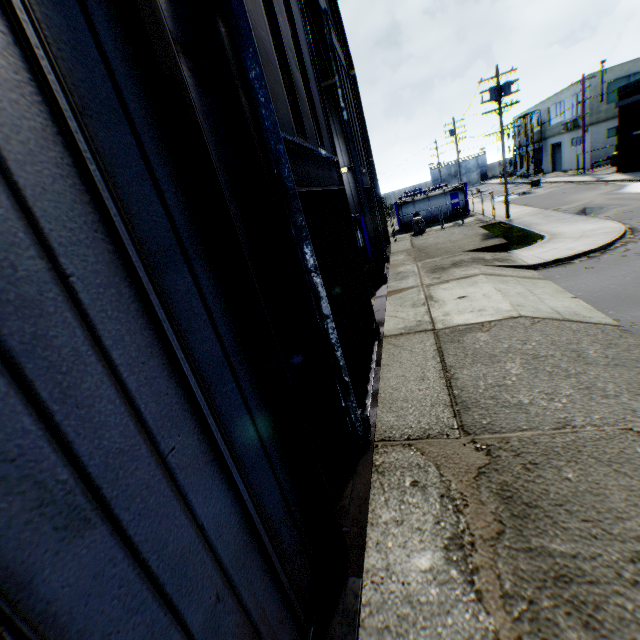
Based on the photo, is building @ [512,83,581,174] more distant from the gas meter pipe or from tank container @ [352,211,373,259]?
tank container @ [352,211,373,259]

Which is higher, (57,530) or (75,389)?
(75,389)

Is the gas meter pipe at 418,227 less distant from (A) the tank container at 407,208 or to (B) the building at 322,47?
(A) the tank container at 407,208

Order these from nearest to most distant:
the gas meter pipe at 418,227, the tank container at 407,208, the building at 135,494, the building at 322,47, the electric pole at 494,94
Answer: the building at 135,494, the building at 322,47, the electric pole at 494,94, the gas meter pipe at 418,227, the tank container at 407,208

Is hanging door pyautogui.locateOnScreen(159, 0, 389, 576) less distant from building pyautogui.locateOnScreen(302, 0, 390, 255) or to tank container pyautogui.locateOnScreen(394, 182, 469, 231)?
building pyautogui.locateOnScreen(302, 0, 390, 255)

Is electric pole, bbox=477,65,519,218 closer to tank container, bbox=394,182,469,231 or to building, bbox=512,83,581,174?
tank container, bbox=394,182,469,231

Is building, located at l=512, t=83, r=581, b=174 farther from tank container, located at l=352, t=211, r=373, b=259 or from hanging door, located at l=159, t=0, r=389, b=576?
hanging door, located at l=159, t=0, r=389, b=576

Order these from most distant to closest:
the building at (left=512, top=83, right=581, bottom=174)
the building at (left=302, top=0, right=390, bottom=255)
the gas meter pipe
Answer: the building at (left=512, top=83, right=581, bottom=174)
the gas meter pipe
the building at (left=302, top=0, right=390, bottom=255)
